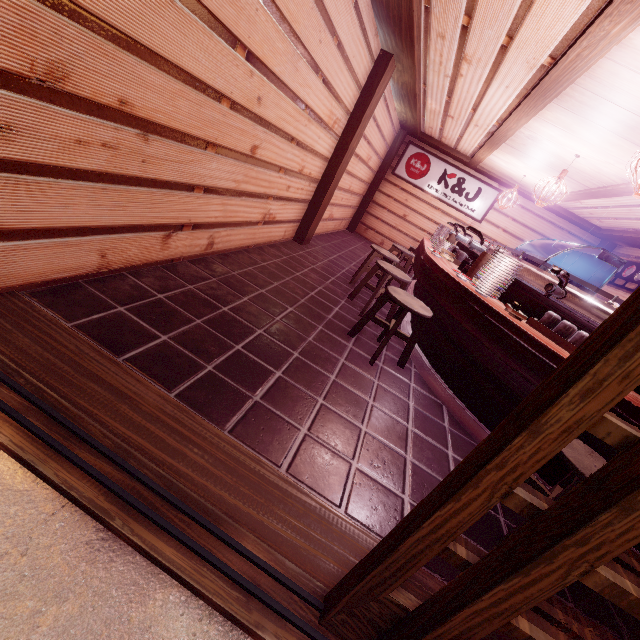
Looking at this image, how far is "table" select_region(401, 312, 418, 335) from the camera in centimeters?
714cm

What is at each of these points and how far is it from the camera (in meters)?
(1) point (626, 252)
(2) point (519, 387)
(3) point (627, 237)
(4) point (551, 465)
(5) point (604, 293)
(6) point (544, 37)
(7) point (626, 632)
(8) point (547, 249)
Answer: (1) building, 13.01
(2) table, 4.66
(3) wood bar, 11.86
(4) table, 4.38
(5) building, 12.81
(6) building, 4.88
(7) building, 3.19
(8) building, 15.18

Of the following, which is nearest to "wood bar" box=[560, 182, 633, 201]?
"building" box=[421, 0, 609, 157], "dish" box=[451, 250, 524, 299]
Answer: "building" box=[421, 0, 609, 157]

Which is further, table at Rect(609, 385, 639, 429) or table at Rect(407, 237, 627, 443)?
table at Rect(407, 237, 627, 443)

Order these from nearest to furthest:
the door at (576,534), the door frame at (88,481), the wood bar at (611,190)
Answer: the door at (576,534) < the door frame at (88,481) < the wood bar at (611,190)

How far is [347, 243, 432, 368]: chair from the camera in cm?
527

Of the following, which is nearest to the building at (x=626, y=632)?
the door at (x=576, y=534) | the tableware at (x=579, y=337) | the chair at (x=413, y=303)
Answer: the chair at (x=413, y=303)

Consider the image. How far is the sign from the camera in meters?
15.2 m
